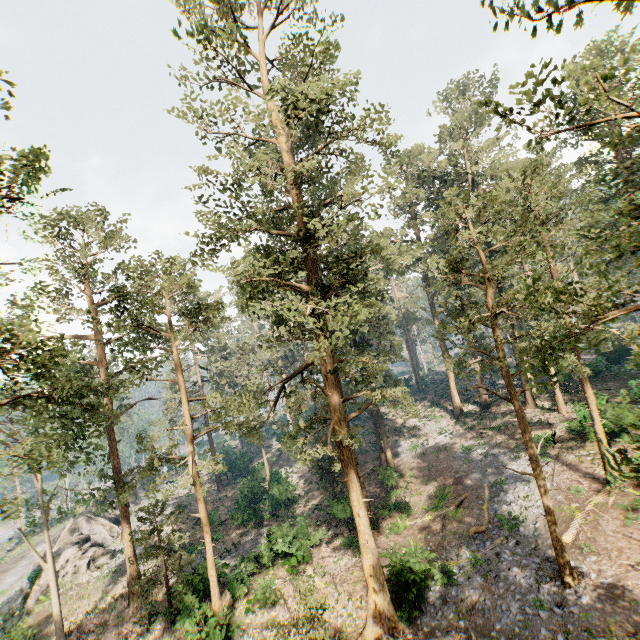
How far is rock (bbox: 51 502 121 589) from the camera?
28.72m

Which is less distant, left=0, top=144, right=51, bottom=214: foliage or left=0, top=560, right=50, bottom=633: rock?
left=0, top=144, right=51, bottom=214: foliage

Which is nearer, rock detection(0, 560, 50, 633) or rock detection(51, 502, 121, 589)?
rock detection(0, 560, 50, 633)

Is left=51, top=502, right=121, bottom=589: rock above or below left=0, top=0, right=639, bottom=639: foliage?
below

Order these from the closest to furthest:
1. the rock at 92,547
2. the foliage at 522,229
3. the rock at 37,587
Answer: the foliage at 522,229, the rock at 37,587, the rock at 92,547

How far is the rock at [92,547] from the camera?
28.7 meters

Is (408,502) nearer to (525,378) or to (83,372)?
(525,378)

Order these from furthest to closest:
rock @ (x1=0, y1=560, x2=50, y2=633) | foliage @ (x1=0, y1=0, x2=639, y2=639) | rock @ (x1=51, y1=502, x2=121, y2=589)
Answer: rock @ (x1=51, y1=502, x2=121, y2=589)
rock @ (x1=0, y1=560, x2=50, y2=633)
foliage @ (x1=0, y1=0, x2=639, y2=639)
